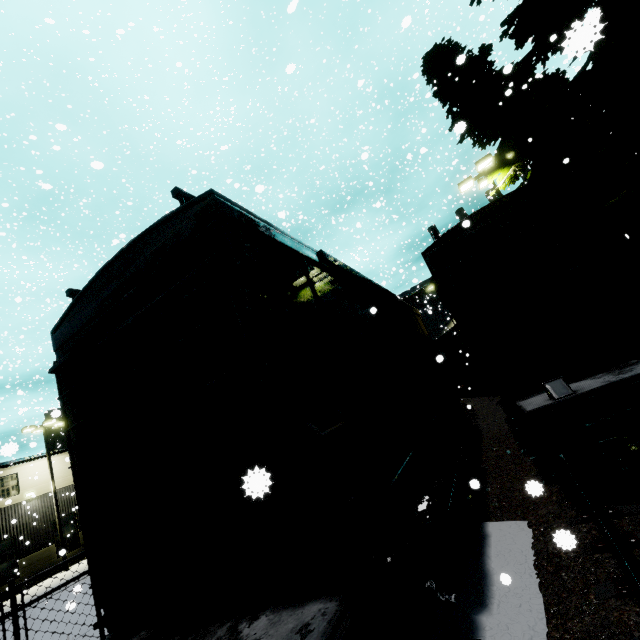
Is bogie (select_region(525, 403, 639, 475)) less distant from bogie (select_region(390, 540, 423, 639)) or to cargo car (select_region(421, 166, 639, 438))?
cargo car (select_region(421, 166, 639, 438))

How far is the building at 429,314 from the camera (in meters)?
50.50

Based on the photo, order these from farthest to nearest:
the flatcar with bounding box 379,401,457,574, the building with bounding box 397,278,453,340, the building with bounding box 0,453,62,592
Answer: Result:
the building with bounding box 397,278,453,340
the building with bounding box 0,453,62,592
the flatcar with bounding box 379,401,457,574

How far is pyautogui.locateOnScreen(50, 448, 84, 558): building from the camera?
23.3 meters

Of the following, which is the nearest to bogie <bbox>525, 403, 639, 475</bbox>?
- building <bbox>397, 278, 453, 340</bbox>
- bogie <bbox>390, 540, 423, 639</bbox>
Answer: bogie <bbox>390, 540, 423, 639</bbox>

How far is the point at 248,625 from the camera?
2.30m

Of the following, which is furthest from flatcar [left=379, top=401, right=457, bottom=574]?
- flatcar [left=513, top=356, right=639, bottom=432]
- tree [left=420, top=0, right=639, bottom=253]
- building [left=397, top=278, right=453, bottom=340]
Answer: building [left=397, top=278, right=453, bottom=340]

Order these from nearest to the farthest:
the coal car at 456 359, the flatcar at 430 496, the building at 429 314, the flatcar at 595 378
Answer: the flatcar at 430 496, the flatcar at 595 378, the coal car at 456 359, the building at 429 314
